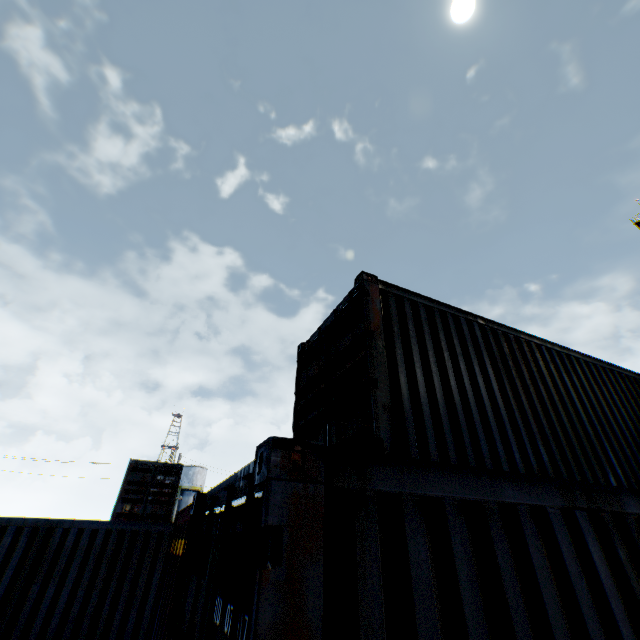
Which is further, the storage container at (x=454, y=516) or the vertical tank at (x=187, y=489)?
the vertical tank at (x=187, y=489)

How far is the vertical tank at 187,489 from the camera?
47.75m

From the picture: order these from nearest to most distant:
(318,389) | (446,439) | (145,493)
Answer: (446,439) → (318,389) → (145,493)

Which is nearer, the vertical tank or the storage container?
the storage container

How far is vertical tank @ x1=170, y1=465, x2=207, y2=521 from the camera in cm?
4775

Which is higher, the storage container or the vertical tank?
the vertical tank
